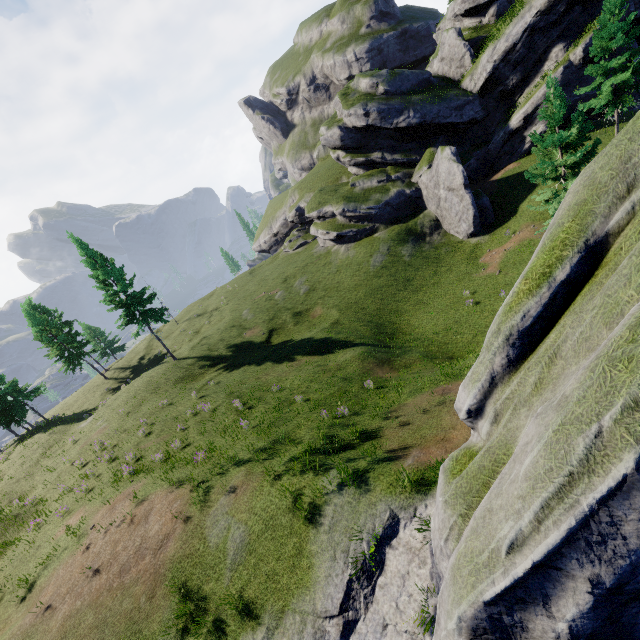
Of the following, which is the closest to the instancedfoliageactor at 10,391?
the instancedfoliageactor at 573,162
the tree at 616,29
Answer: the instancedfoliageactor at 573,162

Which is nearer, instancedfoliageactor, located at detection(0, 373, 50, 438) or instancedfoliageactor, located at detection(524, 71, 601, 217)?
instancedfoliageactor, located at detection(524, 71, 601, 217)

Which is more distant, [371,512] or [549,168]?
[549,168]

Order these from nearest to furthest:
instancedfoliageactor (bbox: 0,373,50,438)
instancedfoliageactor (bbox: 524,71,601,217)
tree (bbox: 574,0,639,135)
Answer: instancedfoliageactor (bbox: 524,71,601,217) < tree (bbox: 574,0,639,135) < instancedfoliageactor (bbox: 0,373,50,438)

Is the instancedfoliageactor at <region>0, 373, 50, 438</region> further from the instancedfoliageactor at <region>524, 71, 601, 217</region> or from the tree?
the tree

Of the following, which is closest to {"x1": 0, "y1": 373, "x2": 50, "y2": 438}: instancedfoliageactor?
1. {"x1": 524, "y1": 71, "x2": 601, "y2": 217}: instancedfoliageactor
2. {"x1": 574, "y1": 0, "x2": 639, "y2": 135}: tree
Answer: {"x1": 524, "y1": 71, "x2": 601, "y2": 217}: instancedfoliageactor

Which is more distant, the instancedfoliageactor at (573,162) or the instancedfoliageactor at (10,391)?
the instancedfoliageactor at (10,391)

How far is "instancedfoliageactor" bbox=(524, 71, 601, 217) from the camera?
16.8m
